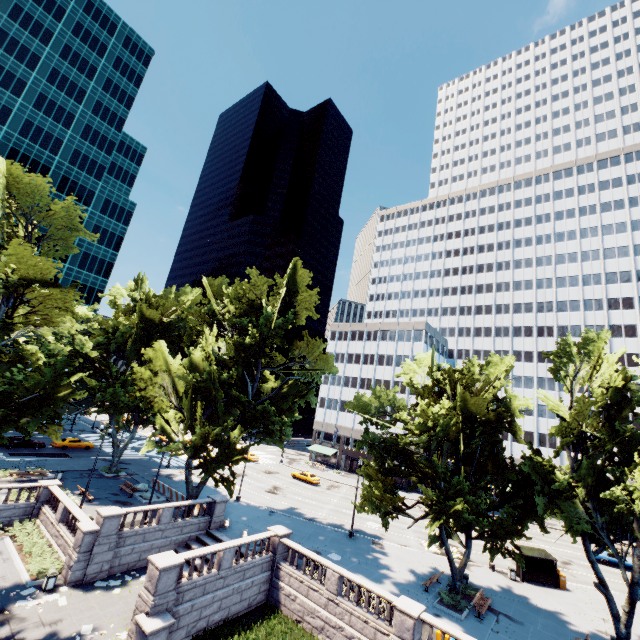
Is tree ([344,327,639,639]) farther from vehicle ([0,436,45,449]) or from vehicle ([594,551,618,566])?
vehicle ([594,551,618,566])

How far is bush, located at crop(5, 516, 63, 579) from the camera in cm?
2089

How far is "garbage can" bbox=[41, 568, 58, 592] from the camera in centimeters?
1948cm

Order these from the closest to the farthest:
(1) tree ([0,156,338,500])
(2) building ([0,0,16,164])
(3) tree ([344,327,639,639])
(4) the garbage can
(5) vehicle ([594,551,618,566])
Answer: (1) tree ([0,156,338,500]) < (4) the garbage can < (3) tree ([344,327,639,639]) < (5) vehicle ([594,551,618,566]) < (2) building ([0,0,16,164])

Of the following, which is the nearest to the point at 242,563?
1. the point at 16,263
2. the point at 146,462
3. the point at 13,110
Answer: the point at 16,263

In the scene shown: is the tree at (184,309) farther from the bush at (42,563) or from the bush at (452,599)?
the bush at (42,563)

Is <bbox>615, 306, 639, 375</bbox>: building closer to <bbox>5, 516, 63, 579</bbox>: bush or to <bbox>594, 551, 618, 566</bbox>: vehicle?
<bbox>594, 551, 618, 566</bbox>: vehicle

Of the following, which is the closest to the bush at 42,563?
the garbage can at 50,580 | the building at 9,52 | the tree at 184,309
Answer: the garbage can at 50,580
